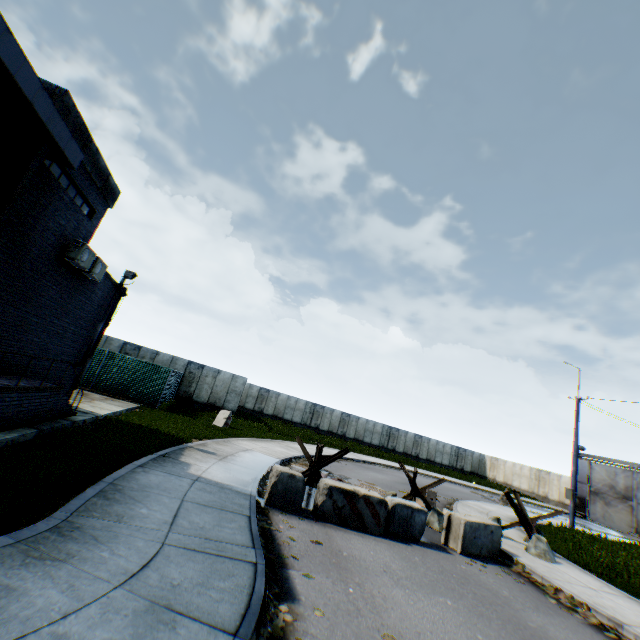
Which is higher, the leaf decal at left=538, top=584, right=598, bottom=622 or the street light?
the street light

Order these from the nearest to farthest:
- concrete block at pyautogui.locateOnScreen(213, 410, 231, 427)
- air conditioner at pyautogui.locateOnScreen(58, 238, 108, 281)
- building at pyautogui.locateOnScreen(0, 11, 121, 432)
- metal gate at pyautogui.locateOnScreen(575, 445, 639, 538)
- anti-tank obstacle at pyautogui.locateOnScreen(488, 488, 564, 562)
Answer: building at pyautogui.locateOnScreen(0, 11, 121, 432) < air conditioner at pyautogui.locateOnScreen(58, 238, 108, 281) < anti-tank obstacle at pyautogui.locateOnScreen(488, 488, 564, 562) < concrete block at pyautogui.locateOnScreen(213, 410, 231, 427) < metal gate at pyautogui.locateOnScreen(575, 445, 639, 538)

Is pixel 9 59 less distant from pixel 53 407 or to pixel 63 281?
pixel 63 281

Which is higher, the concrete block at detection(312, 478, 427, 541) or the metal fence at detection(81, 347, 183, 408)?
the metal fence at detection(81, 347, 183, 408)

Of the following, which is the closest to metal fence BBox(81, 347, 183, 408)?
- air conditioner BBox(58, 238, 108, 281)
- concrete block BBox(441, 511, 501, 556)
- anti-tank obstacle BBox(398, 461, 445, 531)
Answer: concrete block BBox(441, 511, 501, 556)

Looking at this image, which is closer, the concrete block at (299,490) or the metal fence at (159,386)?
the concrete block at (299,490)

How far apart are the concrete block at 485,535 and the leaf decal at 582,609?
1.3 meters

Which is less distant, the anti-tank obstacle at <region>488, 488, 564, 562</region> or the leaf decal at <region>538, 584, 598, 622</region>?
the leaf decal at <region>538, 584, 598, 622</region>
